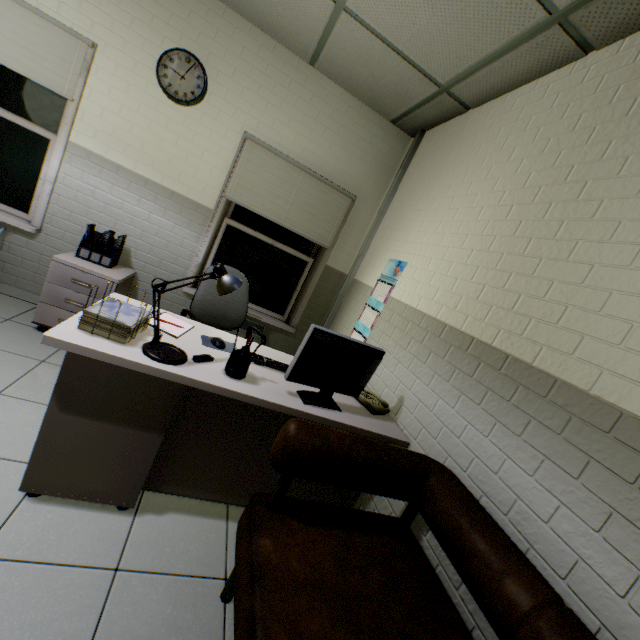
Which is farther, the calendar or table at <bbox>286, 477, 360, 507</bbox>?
the calendar

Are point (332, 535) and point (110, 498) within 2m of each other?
yes

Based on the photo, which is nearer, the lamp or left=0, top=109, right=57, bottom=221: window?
the lamp

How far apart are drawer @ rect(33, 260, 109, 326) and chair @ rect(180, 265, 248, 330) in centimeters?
71cm

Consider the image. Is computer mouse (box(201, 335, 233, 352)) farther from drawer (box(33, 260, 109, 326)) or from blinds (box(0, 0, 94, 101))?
blinds (box(0, 0, 94, 101))

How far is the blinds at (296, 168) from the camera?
3.3 meters

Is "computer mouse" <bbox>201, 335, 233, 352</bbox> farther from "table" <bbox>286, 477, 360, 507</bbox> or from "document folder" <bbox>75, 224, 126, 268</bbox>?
"document folder" <bbox>75, 224, 126, 268</bbox>

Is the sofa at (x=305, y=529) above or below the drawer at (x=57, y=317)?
above
